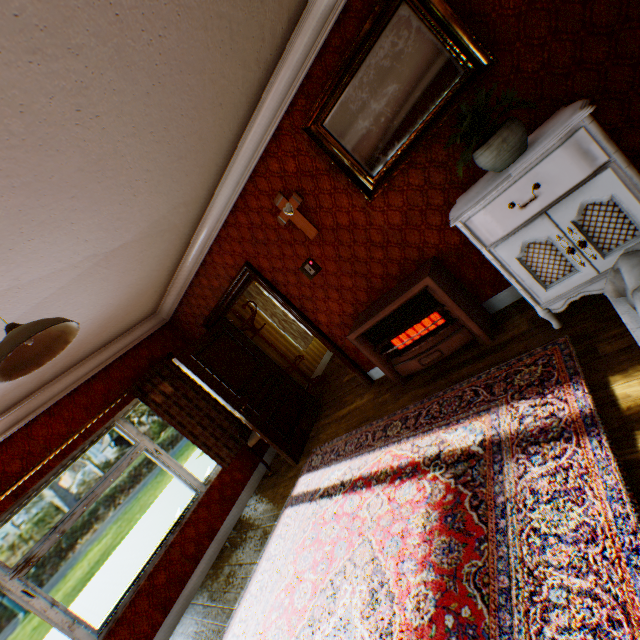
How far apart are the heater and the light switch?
0.7 meters

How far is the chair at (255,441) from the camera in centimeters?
498cm

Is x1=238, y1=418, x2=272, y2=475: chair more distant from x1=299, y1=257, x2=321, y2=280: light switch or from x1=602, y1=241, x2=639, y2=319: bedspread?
x1=602, y1=241, x2=639, y2=319: bedspread

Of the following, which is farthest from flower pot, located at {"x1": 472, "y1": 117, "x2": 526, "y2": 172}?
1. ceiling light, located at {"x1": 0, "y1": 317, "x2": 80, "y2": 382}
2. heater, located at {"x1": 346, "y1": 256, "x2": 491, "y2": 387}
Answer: ceiling light, located at {"x1": 0, "y1": 317, "x2": 80, "y2": 382}

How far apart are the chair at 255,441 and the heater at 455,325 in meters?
2.0 m

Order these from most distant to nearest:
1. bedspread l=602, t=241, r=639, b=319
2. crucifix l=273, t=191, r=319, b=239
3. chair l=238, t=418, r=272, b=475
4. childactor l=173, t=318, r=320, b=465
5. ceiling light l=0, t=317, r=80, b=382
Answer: chair l=238, t=418, r=272, b=475
childactor l=173, t=318, r=320, b=465
crucifix l=273, t=191, r=319, b=239
ceiling light l=0, t=317, r=80, b=382
bedspread l=602, t=241, r=639, b=319

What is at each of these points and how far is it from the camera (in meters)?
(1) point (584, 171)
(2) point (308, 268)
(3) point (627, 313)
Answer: (1) cabinet, 1.94
(2) light switch, 4.02
(3) bed, 1.17

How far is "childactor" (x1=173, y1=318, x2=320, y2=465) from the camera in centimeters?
444cm
